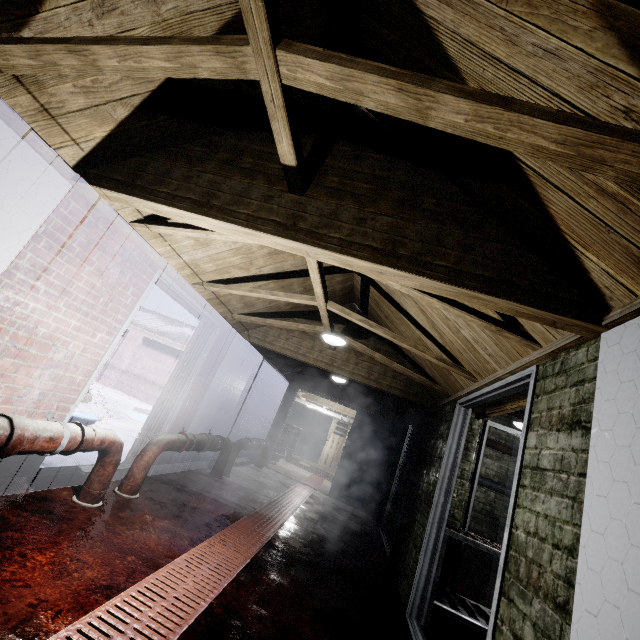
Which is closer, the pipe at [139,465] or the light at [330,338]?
the pipe at [139,465]

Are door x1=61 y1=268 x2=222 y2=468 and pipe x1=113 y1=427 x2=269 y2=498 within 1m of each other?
yes

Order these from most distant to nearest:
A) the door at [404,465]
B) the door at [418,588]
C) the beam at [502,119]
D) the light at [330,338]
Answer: the door at [404,465] → the light at [330,338] → the door at [418,588] → the beam at [502,119]

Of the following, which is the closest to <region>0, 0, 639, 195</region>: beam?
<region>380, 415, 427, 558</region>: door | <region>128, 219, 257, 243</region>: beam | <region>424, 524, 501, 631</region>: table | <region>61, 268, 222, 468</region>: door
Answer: <region>128, 219, 257, 243</region>: beam

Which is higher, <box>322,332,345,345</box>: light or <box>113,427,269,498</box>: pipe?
<box>322,332,345,345</box>: light

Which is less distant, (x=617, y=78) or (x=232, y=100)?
(x=617, y=78)

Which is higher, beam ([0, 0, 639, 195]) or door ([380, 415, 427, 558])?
beam ([0, 0, 639, 195])

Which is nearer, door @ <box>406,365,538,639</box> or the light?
door @ <box>406,365,538,639</box>
